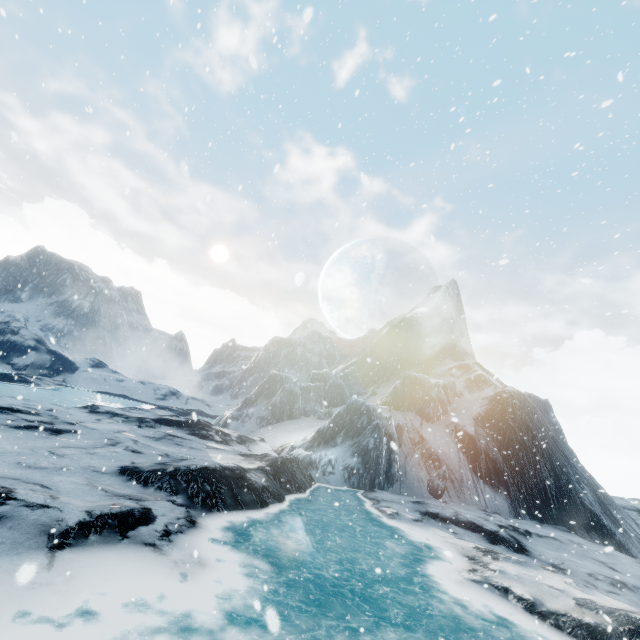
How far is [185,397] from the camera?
54.0 meters
